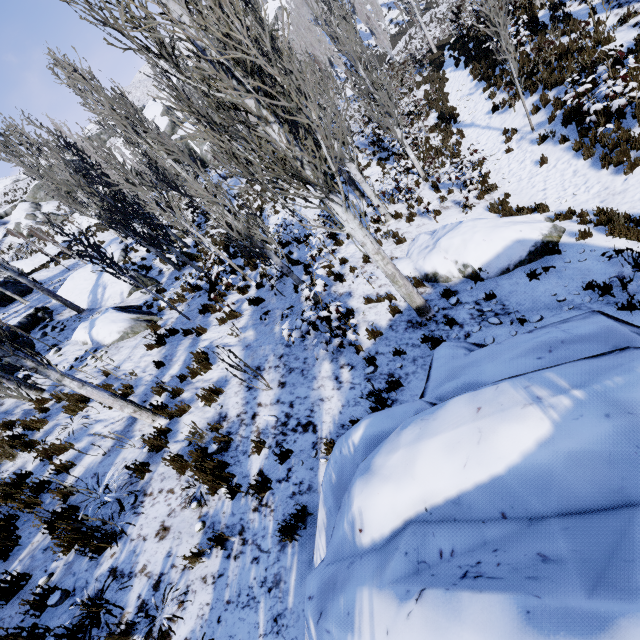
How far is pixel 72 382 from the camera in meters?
5.8

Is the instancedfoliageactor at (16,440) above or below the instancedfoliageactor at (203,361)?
above

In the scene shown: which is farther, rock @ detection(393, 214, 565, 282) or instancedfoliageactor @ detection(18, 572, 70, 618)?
rock @ detection(393, 214, 565, 282)

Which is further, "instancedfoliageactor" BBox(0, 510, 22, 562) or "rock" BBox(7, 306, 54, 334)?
"rock" BBox(7, 306, 54, 334)

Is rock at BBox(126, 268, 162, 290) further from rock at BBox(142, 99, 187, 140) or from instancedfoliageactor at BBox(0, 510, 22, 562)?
rock at BBox(142, 99, 187, 140)

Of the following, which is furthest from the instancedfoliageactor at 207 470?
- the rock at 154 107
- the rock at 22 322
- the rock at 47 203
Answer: the rock at 47 203

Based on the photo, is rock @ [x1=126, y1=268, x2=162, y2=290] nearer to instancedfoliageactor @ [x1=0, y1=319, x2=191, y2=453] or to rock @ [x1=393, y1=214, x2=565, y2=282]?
instancedfoliageactor @ [x1=0, y1=319, x2=191, y2=453]

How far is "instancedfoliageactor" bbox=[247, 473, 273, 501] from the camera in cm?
477
